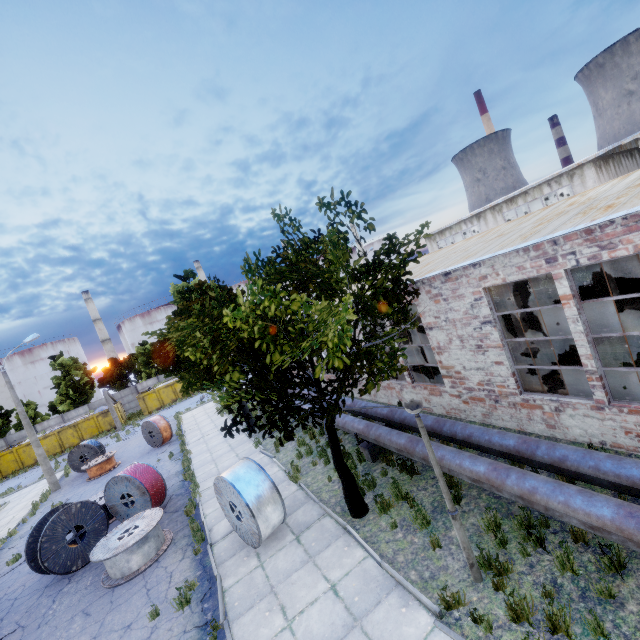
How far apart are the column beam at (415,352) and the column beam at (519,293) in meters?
5.3 m

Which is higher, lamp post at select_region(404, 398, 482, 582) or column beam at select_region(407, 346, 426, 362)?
lamp post at select_region(404, 398, 482, 582)

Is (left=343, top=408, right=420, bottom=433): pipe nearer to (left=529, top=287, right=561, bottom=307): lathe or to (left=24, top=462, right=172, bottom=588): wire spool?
(left=24, top=462, right=172, bottom=588): wire spool

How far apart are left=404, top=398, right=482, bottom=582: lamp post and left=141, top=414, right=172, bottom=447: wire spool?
21.1 meters

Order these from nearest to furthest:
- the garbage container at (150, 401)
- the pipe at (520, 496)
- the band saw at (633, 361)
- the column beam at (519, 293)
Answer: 1. the pipe at (520, 496)
2. the band saw at (633, 361)
3. the column beam at (519, 293)
4. the garbage container at (150, 401)

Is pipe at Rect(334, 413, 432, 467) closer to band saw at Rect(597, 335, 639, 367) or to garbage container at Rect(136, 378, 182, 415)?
band saw at Rect(597, 335, 639, 367)

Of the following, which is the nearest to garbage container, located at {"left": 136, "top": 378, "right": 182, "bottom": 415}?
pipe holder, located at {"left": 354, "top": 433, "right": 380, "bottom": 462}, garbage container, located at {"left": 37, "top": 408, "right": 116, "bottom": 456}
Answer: garbage container, located at {"left": 37, "top": 408, "right": 116, "bottom": 456}

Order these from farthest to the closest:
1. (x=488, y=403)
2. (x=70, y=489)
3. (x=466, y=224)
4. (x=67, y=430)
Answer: (x=67, y=430) → (x=466, y=224) → (x=70, y=489) → (x=488, y=403)
